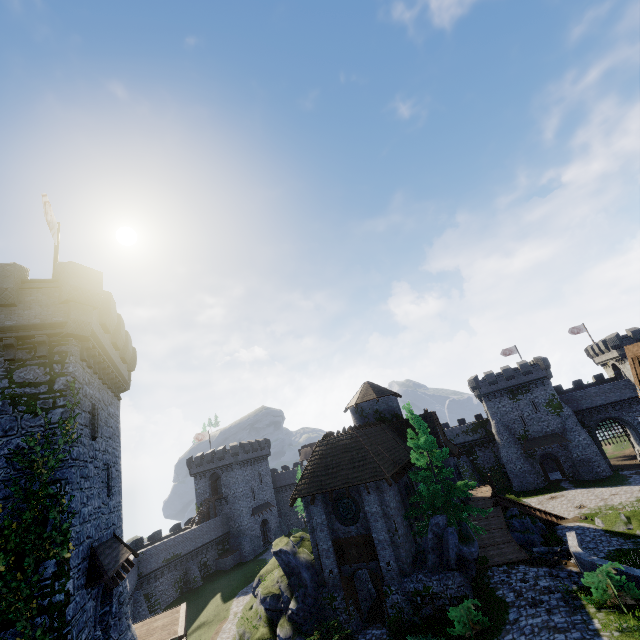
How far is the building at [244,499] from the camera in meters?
52.9 m

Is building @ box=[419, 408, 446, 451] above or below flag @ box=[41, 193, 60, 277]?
below

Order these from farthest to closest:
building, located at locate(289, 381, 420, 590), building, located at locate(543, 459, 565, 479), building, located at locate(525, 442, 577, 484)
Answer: building, located at locate(543, 459, 565, 479)
building, located at locate(525, 442, 577, 484)
building, located at locate(289, 381, 420, 590)

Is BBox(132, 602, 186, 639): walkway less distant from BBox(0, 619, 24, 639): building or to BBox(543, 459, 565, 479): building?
BBox(0, 619, 24, 639): building

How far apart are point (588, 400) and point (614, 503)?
20.0m

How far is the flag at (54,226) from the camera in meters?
14.6

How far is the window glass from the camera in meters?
20.9 m

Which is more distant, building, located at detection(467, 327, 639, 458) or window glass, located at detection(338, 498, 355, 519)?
building, located at detection(467, 327, 639, 458)
